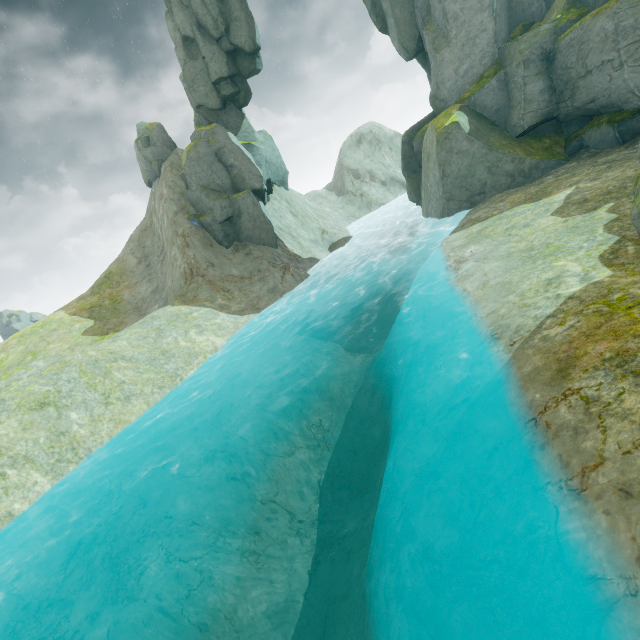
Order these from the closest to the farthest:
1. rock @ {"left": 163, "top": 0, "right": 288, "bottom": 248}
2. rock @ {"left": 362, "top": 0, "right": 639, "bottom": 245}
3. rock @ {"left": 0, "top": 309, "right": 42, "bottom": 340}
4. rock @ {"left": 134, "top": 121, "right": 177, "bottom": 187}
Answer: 1. rock @ {"left": 362, "top": 0, "right": 639, "bottom": 245}
2. rock @ {"left": 163, "top": 0, "right": 288, "bottom": 248}
3. rock @ {"left": 134, "top": 121, "right": 177, "bottom": 187}
4. rock @ {"left": 0, "top": 309, "right": 42, "bottom": 340}

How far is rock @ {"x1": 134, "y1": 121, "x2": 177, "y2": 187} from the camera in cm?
3067

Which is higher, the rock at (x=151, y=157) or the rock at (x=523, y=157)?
the rock at (x=151, y=157)

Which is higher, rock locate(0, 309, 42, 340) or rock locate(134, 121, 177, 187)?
rock locate(134, 121, 177, 187)

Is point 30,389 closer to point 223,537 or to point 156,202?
point 223,537

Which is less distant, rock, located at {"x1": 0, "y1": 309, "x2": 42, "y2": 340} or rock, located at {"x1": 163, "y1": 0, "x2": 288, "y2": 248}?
rock, located at {"x1": 163, "y1": 0, "x2": 288, "y2": 248}

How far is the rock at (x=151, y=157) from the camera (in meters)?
30.67

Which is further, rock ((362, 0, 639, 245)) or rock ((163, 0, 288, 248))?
rock ((163, 0, 288, 248))
